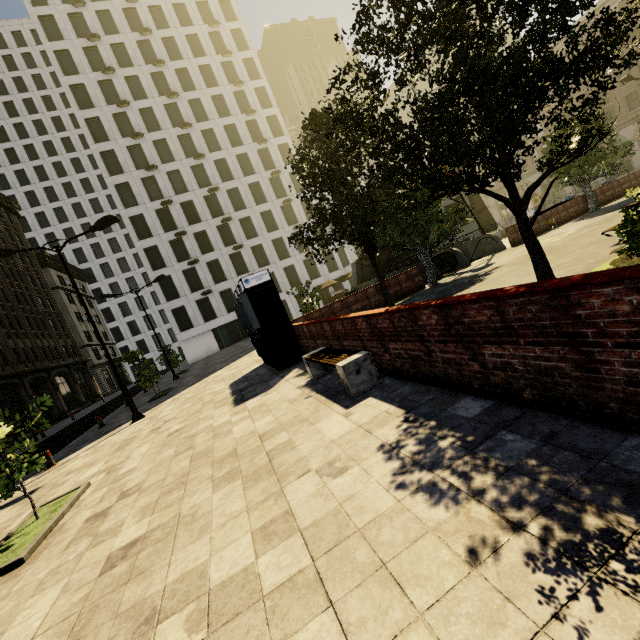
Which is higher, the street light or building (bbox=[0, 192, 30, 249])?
building (bbox=[0, 192, 30, 249])

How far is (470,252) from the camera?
22.0 meters

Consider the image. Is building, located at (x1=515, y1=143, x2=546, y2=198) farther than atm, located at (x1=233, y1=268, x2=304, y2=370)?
Yes

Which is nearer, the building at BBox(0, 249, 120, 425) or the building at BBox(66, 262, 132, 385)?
the building at BBox(0, 249, 120, 425)

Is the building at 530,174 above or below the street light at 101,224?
below

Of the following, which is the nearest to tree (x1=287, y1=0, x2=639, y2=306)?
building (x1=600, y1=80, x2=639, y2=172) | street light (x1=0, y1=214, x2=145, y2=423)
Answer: building (x1=600, y1=80, x2=639, y2=172)

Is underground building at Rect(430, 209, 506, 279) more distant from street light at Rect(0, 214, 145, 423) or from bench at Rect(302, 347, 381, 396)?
street light at Rect(0, 214, 145, 423)

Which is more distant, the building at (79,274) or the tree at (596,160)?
the building at (79,274)
